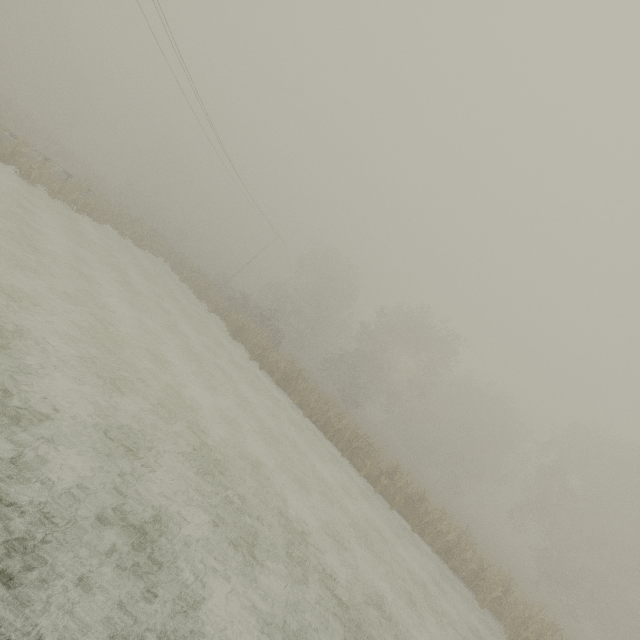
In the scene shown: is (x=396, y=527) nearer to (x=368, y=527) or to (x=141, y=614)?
(x=368, y=527)
